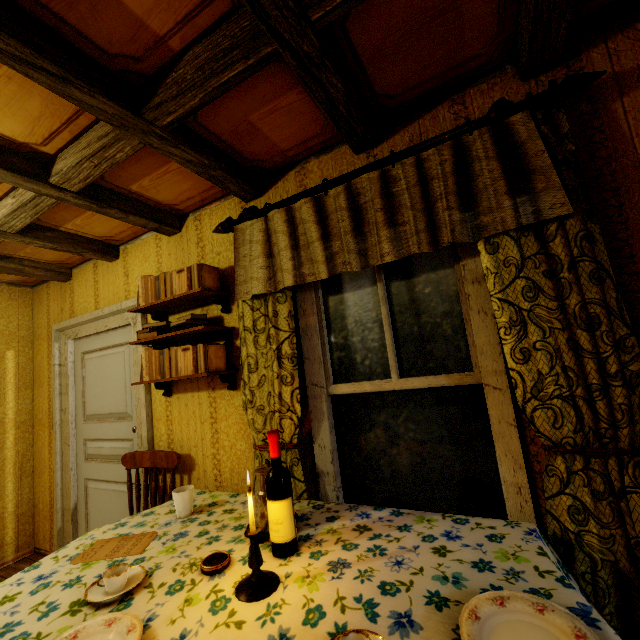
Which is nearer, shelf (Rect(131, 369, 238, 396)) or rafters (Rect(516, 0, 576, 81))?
rafters (Rect(516, 0, 576, 81))

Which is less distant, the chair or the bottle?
the bottle

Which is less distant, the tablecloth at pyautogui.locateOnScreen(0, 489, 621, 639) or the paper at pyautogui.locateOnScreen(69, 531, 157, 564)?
the tablecloth at pyautogui.locateOnScreen(0, 489, 621, 639)

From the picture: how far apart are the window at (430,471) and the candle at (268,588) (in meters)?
0.80

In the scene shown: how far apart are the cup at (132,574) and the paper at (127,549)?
0.16m

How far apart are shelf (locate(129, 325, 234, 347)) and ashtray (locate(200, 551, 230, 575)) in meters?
1.2 m

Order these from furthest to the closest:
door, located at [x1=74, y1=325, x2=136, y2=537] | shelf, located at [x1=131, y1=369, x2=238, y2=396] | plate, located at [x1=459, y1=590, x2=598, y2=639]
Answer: door, located at [x1=74, y1=325, x2=136, y2=537] → shelf, located at [x1=131, y1=369, x2=238, y2=396] → plate, located at [x1=459, y1=590, x2=598, y2=639]

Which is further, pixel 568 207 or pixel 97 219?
pixel 97 219
